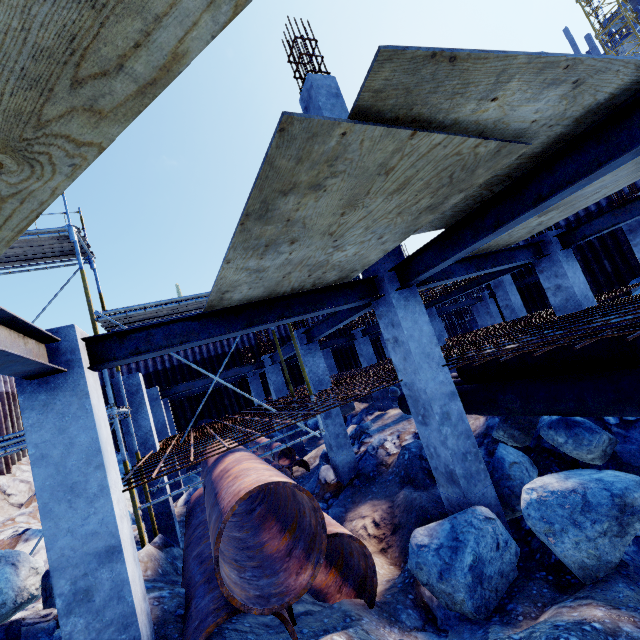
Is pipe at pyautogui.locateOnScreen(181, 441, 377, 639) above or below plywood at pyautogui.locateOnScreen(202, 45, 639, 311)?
below

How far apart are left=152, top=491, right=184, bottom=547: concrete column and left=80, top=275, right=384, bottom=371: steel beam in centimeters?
453cm

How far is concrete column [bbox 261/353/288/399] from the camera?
14.3 meters

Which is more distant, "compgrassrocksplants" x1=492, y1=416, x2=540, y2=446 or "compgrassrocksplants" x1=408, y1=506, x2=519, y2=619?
"compgrassrocksplants" x1=492, y1=416, x2=540, y2=446

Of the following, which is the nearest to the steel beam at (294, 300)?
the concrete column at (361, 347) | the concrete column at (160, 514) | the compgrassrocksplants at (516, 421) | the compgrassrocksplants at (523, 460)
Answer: the compgrassrocksplants at (523, 460)

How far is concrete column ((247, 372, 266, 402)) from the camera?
18.8 meters

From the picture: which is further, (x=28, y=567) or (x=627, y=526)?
(x=28, y=567)

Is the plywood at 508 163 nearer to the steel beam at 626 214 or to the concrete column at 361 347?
the steel beam at 626 214
